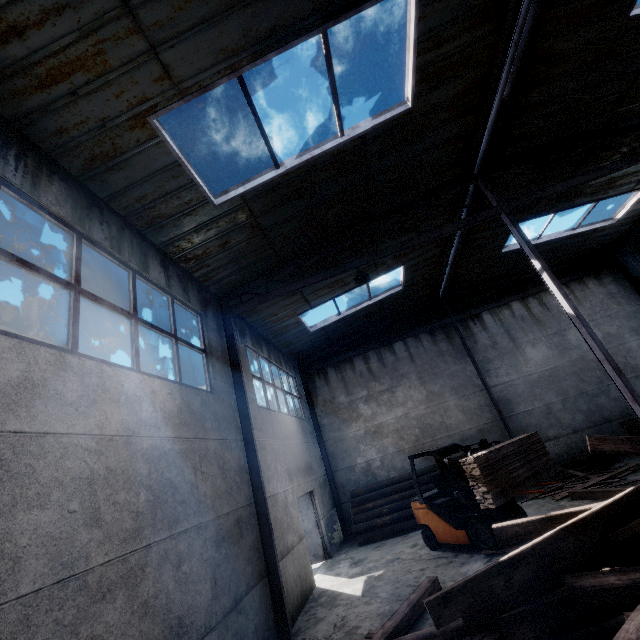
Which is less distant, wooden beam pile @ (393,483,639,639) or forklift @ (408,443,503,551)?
wooden beam pile @ (393,483,639,639)

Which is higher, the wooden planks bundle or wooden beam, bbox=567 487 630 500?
the wooden planks bundle

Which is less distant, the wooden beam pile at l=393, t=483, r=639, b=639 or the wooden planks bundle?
the wooden beam pile at l=393, t=483, r=639, b=639

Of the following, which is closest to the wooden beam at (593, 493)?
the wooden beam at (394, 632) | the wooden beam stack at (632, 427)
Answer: the wooden beam stack at (632, 427)

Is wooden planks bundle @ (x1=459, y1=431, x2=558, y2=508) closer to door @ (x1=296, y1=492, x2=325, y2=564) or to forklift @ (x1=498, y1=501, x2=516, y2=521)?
forklift @ (x1=498, y1=501, x2=516, y2=521)

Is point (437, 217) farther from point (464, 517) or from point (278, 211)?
point (464, 517)

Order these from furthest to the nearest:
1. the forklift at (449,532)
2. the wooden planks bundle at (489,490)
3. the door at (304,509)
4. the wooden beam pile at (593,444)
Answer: the door at (304,509) < the forklift at (449,532) < the wooden planks bundle at (489,490) < the wooden beam pile at (593,444)

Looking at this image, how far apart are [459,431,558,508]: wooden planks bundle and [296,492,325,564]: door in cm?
660
